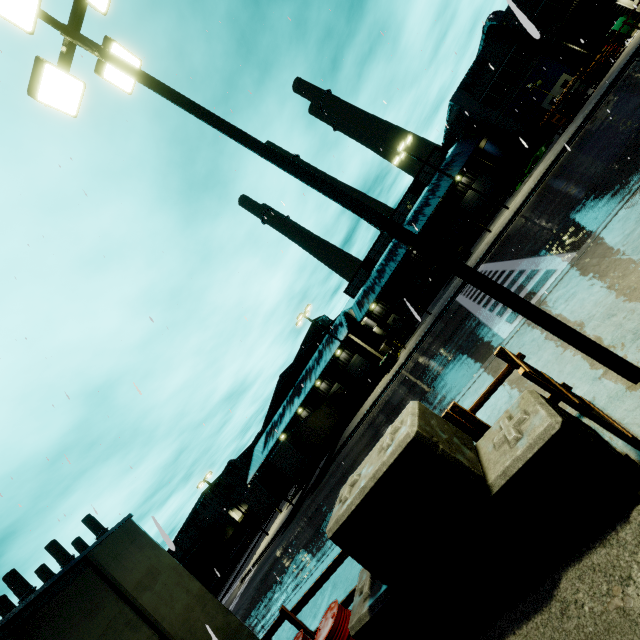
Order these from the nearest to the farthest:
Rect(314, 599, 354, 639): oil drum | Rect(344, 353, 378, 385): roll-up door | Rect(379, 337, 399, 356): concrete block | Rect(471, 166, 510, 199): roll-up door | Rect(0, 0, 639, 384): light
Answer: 1. Rect(0, 0, 639, 384): light
2. Rect(314, 599, 354, 639): oil drum
3. Rect(379, 337, 399, 356): concrete block
4. Rect(471, 166, 510, 199): roll-up door
5. Rect(344, 353, 378, 385): roll-up door

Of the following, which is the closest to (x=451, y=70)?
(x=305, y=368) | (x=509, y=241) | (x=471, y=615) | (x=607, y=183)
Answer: (x=607, y=183)

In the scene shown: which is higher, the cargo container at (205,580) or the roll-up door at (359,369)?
the cargo container at (205,580)

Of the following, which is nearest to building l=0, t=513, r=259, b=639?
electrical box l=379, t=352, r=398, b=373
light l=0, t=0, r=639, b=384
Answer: electrical box l=379, t=352, r=398, b=373

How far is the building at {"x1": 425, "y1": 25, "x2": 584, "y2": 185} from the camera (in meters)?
29.41

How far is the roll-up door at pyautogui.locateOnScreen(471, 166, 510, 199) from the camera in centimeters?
3791cm

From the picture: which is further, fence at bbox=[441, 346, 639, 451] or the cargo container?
the cargo container

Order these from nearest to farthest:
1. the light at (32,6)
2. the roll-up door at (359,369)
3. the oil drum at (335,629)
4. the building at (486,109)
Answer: the light at (32,6), the oil drum at (335,629), the building at (486,109), the roll-up door at (359,369)
